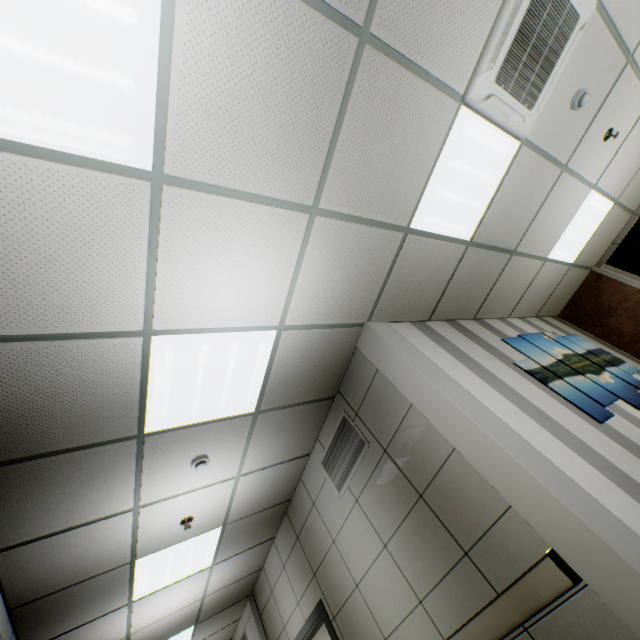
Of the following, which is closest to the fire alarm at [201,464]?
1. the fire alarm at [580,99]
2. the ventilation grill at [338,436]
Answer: the ventilation grill at [338,436]

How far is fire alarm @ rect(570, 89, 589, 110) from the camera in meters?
3.0 m

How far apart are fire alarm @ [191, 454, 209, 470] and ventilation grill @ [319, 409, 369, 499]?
1.4 meters

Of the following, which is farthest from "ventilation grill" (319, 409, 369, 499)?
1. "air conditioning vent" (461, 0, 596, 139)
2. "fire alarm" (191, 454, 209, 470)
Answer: "air conditioning vent" (461, 0, 596, 139)

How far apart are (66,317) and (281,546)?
4.78m

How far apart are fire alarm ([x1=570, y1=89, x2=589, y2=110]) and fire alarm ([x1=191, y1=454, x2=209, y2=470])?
4.87m

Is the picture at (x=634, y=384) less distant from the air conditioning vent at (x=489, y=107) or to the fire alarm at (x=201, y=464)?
the air conditioning vent at (x=489, y=107)

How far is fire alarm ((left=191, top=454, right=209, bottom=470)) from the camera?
3.0 meters
